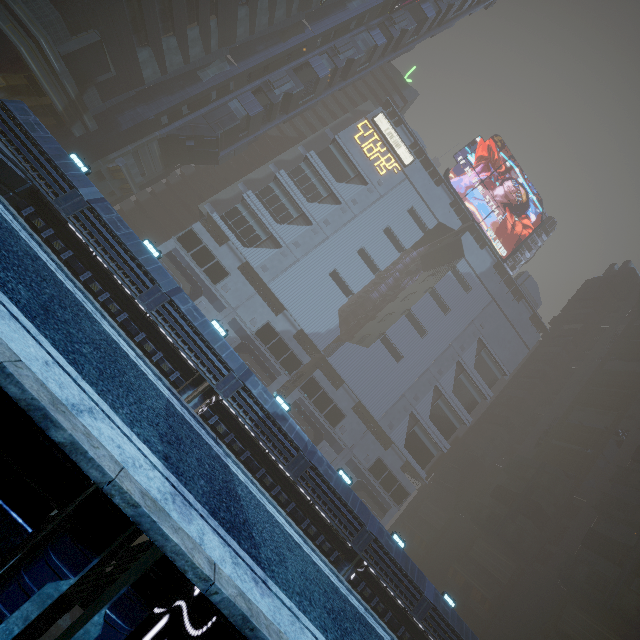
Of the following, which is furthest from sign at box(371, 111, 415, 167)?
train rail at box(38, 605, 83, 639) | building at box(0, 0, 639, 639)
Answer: train rail at box(38, 605, 83, 639)

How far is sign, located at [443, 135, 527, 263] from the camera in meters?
56.6

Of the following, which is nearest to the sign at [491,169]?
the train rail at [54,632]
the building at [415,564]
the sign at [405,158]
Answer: the building at [415,564]

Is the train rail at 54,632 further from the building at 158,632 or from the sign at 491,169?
the sign at 491,169

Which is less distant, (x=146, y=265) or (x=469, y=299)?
(x=146, y=265)

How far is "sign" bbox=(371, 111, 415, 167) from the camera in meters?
52.2

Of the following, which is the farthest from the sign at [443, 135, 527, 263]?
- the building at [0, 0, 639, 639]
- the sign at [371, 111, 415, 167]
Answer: the sign at [371, 111, 415, 167]
